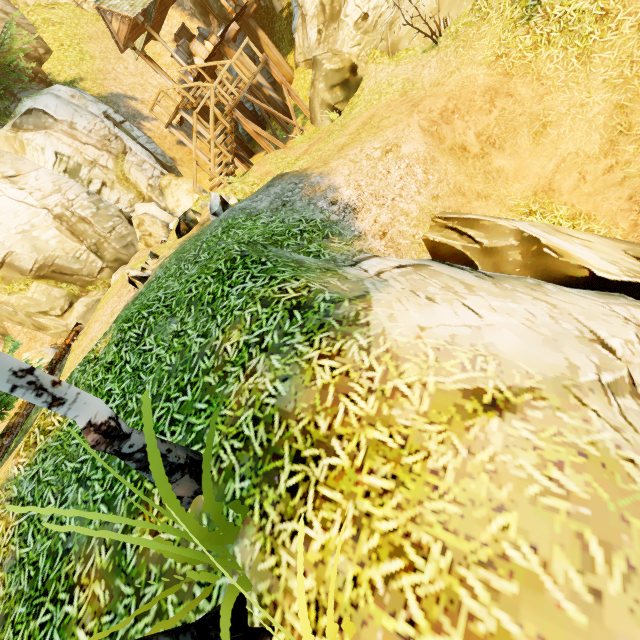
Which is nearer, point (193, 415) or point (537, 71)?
point (193, 415)

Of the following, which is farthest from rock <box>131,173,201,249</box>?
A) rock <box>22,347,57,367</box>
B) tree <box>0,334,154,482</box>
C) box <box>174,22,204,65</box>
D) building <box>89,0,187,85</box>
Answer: tree <box>0,334,154,482</box>

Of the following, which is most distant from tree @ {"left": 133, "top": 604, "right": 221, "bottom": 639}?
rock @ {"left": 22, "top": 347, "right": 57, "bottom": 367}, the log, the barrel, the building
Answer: the barrel

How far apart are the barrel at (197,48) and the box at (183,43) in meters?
0.1

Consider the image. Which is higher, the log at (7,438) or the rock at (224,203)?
the log at (7,438)

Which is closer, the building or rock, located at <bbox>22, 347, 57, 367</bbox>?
rock, located at <bbox>22, 347, 57, 367</bbox>

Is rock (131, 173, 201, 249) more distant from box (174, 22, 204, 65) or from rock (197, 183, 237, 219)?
rock (197, 183, 237, 219)

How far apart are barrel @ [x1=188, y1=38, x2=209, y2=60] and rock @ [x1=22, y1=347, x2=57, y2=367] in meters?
15.7 m
